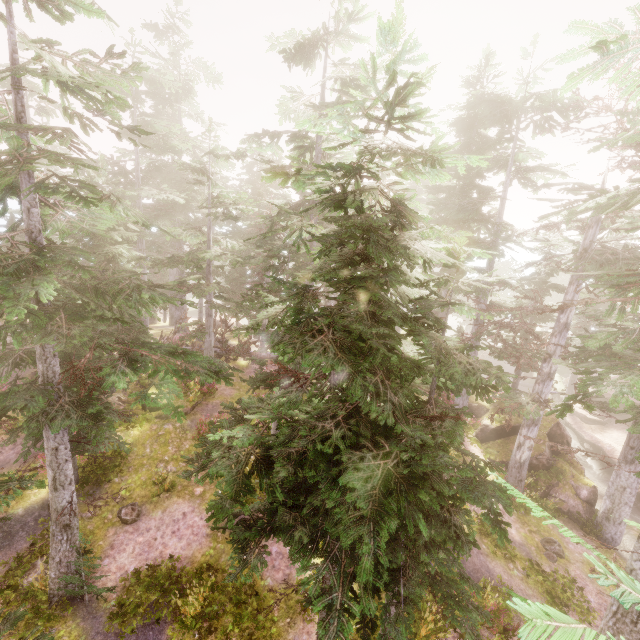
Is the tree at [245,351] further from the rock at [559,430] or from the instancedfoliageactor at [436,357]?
the rock at [559,430]

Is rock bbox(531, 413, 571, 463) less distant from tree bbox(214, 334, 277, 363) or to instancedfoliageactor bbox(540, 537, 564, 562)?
instancedfoliageactor bbox(540, 537, 564, 562)

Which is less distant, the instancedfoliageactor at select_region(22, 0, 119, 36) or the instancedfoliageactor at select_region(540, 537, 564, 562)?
the instancedfoliageactor at select_region(22, 0, 119, 36)

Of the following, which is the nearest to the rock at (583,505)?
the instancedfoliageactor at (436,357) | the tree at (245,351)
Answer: the instancedfoliageactor at (436,357)

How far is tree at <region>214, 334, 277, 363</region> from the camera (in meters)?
21.16

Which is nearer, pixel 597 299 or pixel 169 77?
pixel 597 299

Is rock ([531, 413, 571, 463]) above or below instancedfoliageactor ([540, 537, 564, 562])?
above
